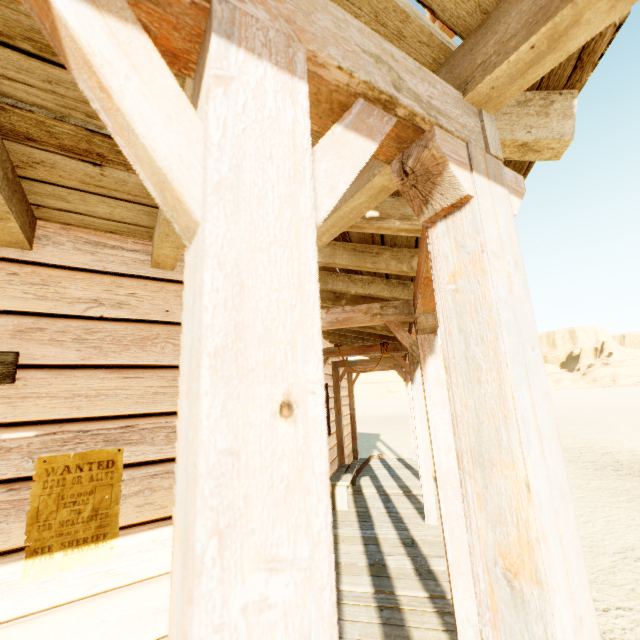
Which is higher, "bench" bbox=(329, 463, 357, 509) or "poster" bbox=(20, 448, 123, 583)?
"poster" bbox=(20, 448, 123, 583)

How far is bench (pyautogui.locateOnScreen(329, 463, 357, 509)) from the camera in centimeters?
565cm

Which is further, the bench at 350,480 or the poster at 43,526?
the bench at 350,480

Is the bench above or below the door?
below

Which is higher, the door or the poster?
the door

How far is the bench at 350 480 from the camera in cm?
565

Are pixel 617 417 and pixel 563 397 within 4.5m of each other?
no

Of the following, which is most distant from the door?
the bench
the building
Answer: the bench
